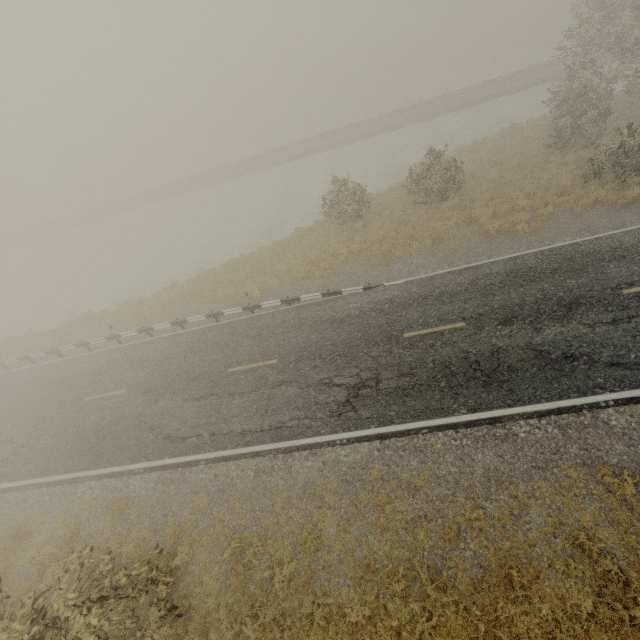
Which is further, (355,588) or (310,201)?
(310,201)
